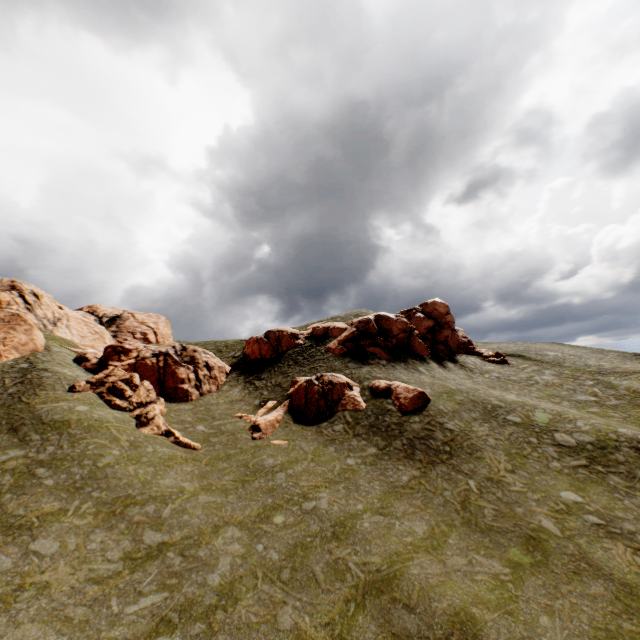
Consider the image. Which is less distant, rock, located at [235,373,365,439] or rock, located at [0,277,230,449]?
rock, located at [0,277,230,449]

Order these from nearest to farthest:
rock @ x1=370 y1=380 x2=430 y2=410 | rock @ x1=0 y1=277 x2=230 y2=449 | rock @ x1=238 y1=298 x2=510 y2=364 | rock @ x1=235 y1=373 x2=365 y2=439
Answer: rock @ x1=0 y1=277 x2=230 y2=449 → rock @ x1=370 y1=380 x2=430 y2=410 → rock @ x1=235 y1=373 x2=365 y2=439 → rock @ x1=238 y1=298 x2=510 y2=364

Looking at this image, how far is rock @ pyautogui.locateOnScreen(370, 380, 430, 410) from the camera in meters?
25.5

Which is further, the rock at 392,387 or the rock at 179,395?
the rock at 392,387

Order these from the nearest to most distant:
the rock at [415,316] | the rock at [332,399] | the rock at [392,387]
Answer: the rock at [392,387]
the rock at [332,399]
the rock at [415,316]

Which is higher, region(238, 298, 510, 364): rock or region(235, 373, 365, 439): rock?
region(238, 298, 510, 364): rock

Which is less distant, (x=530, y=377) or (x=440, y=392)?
(x=440, y=392)
